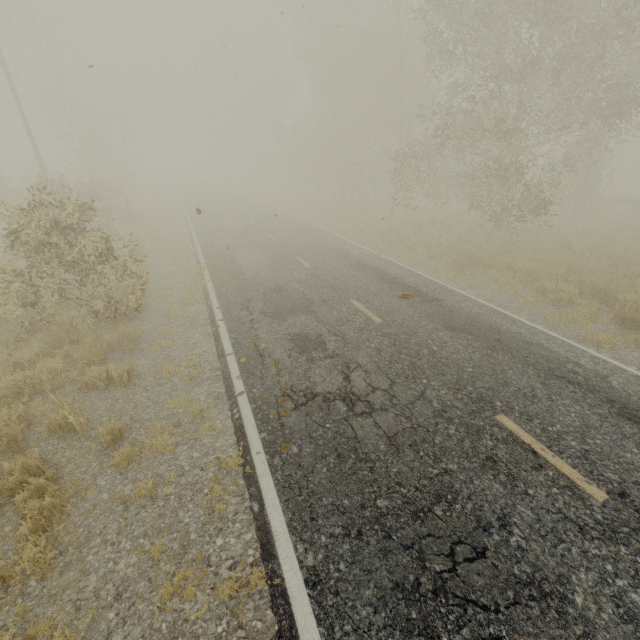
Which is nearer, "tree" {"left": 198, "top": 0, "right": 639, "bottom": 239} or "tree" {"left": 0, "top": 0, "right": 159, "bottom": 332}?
"tree" {"left": 0, "top": 0, "right": 159, "bottom": 332}

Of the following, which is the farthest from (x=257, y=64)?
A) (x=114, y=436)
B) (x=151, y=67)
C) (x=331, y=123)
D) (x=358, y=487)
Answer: (x=358, y=487)

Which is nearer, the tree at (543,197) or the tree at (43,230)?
the tree at (43,230)
